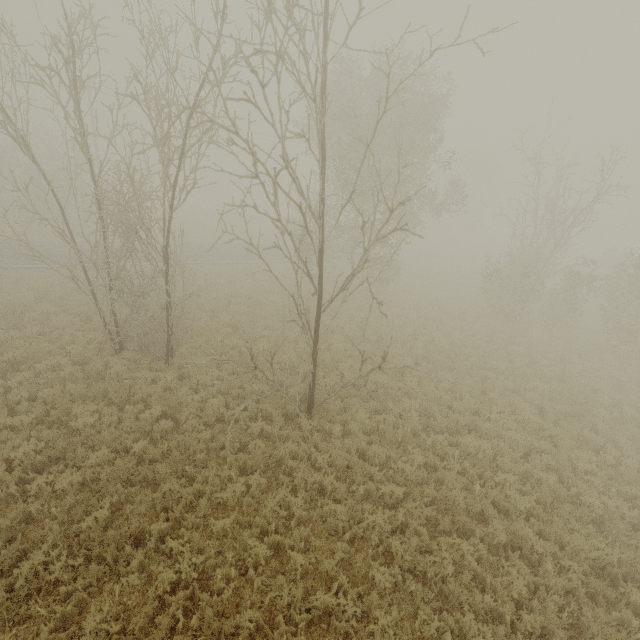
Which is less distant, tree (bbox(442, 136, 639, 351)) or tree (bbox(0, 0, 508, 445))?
tree (bbox(0, 0, 508, 445))

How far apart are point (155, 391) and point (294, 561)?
6.78m

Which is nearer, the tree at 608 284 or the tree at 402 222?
the tree at 402 222
